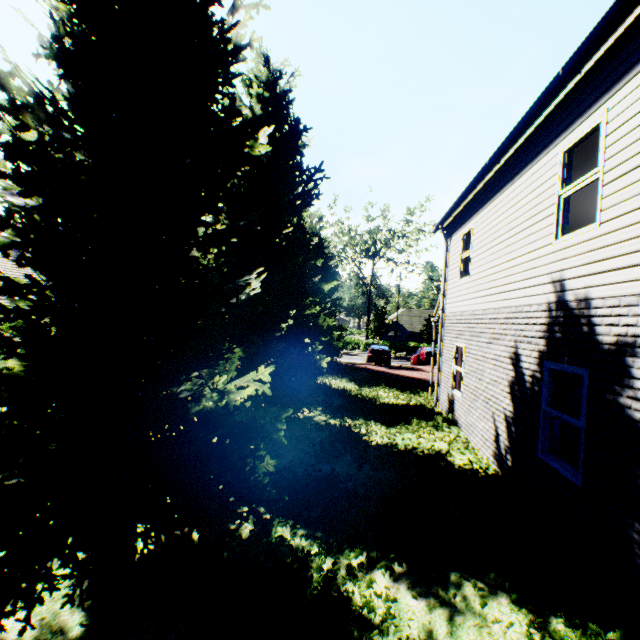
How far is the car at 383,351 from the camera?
24.89m

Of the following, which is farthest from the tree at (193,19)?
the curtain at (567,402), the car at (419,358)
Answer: the car at (419,358)

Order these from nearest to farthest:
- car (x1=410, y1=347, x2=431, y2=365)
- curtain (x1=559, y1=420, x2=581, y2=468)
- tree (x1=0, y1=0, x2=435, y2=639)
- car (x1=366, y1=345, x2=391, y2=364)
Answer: tree (x1=0, y1=0, x2=435, y2=639) < curtain (x1=559, y1=420, x2=581, y2=468) < car (x1=410, y1=347, x2=431, y2=365) < car (x1=366, y1=345, x2=391, y2=364)

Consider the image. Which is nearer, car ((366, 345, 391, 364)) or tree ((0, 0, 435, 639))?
tree ((0, 0, 435, 639))

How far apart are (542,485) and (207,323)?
5.8 meters

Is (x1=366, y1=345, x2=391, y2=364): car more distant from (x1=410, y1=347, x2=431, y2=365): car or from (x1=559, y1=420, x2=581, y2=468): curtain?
(x1=559, y1=420, x2=581, y2=468): curtain

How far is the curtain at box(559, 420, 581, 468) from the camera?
4.86m

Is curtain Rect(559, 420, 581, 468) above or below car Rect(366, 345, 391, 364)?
above
